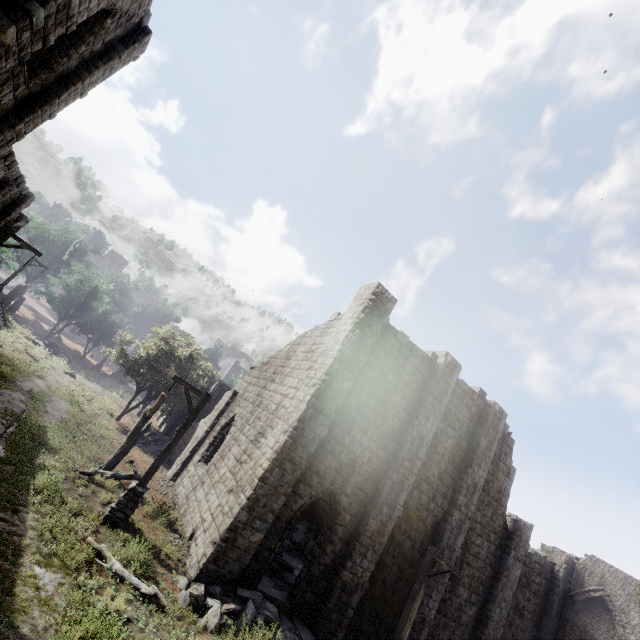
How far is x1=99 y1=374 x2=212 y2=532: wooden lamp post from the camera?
10.01m

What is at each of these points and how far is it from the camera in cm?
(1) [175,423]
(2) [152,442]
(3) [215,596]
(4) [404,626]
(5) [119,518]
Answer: (1) building, 2711
(2) rubble, 2255
(3) rubble, 927
(4) wooden lamp post, 1084
(5) wooden lamp post, 1000

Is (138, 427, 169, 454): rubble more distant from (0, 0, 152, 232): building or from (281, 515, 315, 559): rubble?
(281, 515, 315, 559): rubble

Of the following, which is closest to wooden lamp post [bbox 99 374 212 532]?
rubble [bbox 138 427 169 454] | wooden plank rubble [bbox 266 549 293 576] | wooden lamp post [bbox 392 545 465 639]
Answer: wooden plank rubble [bbox 266 549 293 576]

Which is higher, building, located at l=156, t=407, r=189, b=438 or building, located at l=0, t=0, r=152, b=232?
building, located at l=0, t=0, r=152, b=232

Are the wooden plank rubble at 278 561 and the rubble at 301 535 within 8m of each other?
yes

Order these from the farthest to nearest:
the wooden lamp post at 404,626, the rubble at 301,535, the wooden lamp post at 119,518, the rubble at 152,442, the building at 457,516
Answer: the rubble at 152,442
the rubble at 301,535
the building at 457,516
the wooden lamp post at 404,626
the wooden lamp post at 119,518

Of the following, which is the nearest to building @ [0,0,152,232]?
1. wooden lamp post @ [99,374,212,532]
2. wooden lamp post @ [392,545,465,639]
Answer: wooden lamp post @ [392,545,465,639]
